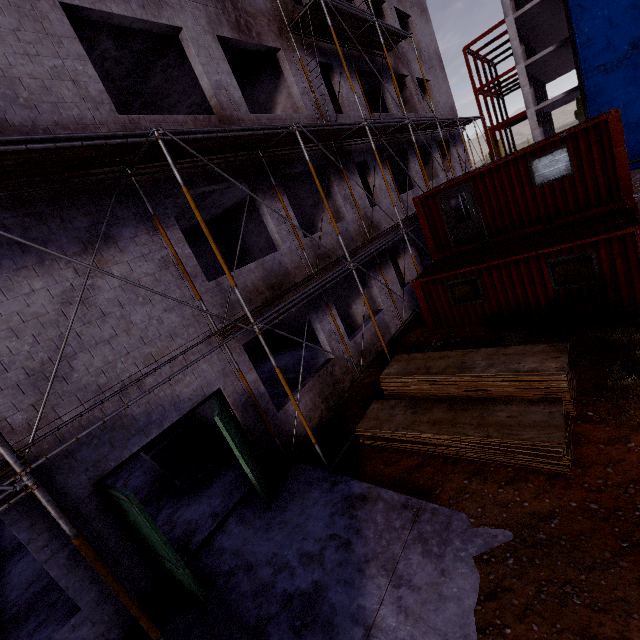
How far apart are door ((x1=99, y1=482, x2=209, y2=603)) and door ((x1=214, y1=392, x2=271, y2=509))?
1.8 meters

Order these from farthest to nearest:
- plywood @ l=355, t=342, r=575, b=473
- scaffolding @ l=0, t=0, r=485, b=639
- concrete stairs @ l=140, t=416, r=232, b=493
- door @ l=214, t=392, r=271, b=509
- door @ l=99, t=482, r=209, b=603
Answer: concrete stairs @ l=140, t=416, r=232, b=493
door @ l=214, t=392, r=271, b=509
plywood @ l=355, t=342, r=575, b=473
door @ l=99, t=482, r=209, b=603
scaffolding @ l=0, t=0, r=485, b=639

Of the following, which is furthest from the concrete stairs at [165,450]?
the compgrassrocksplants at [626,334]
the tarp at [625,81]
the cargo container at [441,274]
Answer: the tarp at [625,81]

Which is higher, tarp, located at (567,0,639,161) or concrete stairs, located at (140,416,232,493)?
tarp, located at (567,0,639,161)

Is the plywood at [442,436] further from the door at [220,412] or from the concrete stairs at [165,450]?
the concrete stairs at [165,450]

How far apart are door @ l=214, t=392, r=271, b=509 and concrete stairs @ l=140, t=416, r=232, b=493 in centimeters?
306cm

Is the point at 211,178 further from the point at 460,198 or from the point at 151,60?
the point at 460,198

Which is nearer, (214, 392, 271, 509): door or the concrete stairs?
Answer: (214, 392, 271, 509): door
